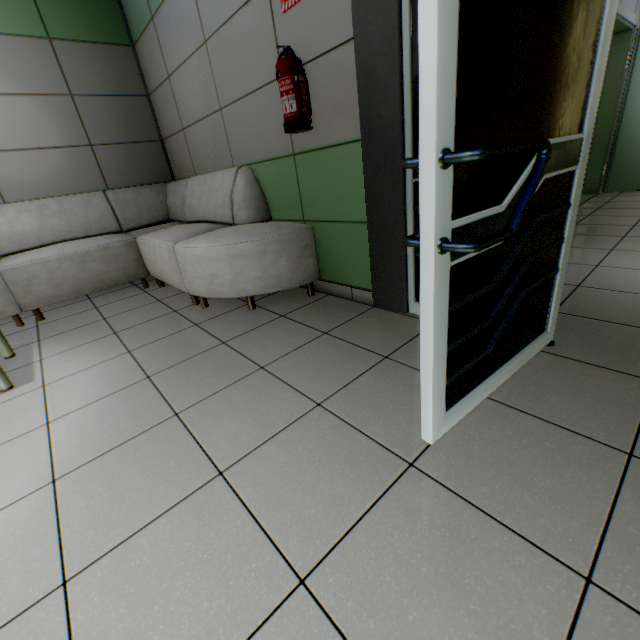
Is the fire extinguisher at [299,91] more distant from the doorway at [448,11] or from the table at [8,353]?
the table at [8,353]

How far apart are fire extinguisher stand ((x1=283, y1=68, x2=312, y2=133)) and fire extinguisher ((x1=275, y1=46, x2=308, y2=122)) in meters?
0.0 m

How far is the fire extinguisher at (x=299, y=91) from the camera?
2.00m

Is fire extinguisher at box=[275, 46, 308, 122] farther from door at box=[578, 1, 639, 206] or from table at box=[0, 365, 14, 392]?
door at box=[578, 1, 639, 206]

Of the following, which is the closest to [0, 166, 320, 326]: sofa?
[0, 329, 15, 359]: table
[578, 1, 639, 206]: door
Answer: [0, 329, 15, 359]: table

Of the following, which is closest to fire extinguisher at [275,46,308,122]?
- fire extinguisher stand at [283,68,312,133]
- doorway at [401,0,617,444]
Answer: fire extinguisher stand at [283,68,312,133]

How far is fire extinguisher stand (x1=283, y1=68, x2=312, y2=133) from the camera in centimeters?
211cm

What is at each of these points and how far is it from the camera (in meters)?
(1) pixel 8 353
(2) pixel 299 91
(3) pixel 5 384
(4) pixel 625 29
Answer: (1) table, 2.46
(2) fire extinguisher, 2.03
(3) table, 2.00
(4) door, 4.17
